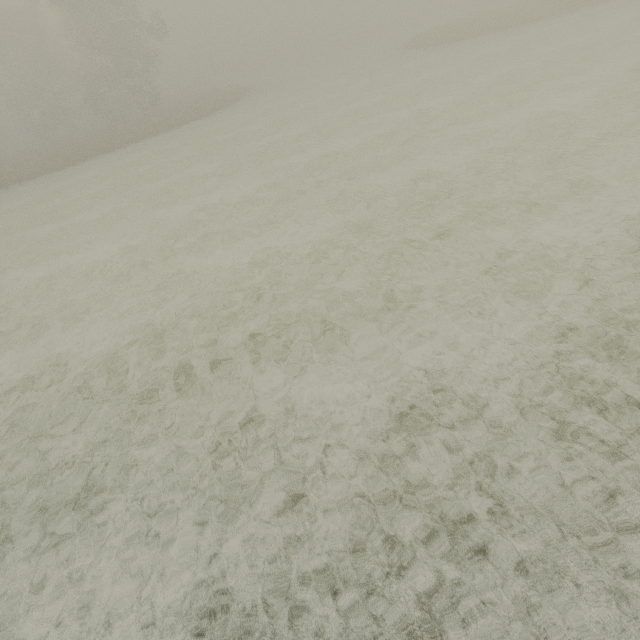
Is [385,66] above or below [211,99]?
below
